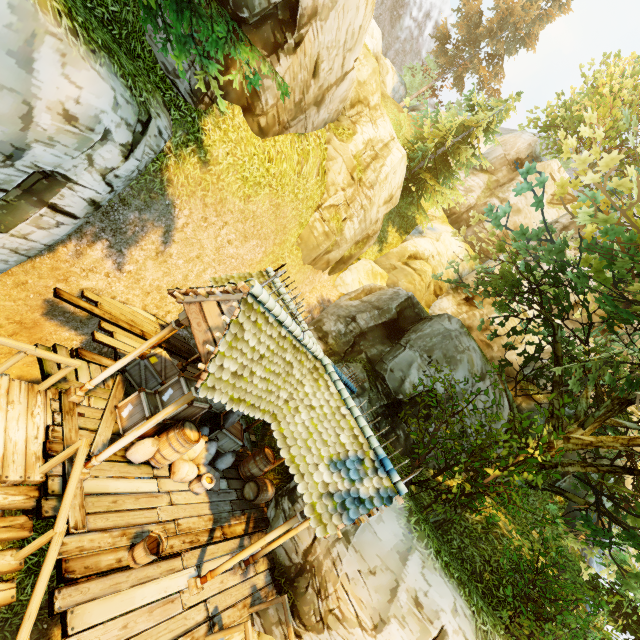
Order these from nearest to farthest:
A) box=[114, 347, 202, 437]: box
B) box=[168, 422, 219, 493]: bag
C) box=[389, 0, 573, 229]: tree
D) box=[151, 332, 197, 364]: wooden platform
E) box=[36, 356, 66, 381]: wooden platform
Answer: box=[36, 356, 66, 381]: wooden platform, box=[114, 347, 202, 437]: box, box=[168, 422, 219, 493]: bag, box=[151, 332, 197, 364]: wooden platform, box=[389, 0, 573, 229]: tree

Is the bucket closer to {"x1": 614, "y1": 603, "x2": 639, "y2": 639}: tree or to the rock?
{"x1": 614, "y1": 603, "x2": 639, "y2": 639}: tree

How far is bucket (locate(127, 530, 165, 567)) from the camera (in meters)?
5.40

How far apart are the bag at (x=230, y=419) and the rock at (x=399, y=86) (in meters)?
37.10

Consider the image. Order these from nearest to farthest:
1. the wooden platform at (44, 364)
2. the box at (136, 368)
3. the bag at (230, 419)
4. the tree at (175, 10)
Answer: the tree at (175, 10) < the wooden platform at (44, 364) < the box at (136, 368) < the bag at (230, 419)

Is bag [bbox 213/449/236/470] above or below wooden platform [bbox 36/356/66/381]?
above

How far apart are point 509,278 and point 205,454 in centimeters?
1318cm

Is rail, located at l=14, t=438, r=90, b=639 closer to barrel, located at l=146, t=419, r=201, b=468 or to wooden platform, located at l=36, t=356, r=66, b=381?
wooden platform, located at l=36, t=356, r=66, b=381
